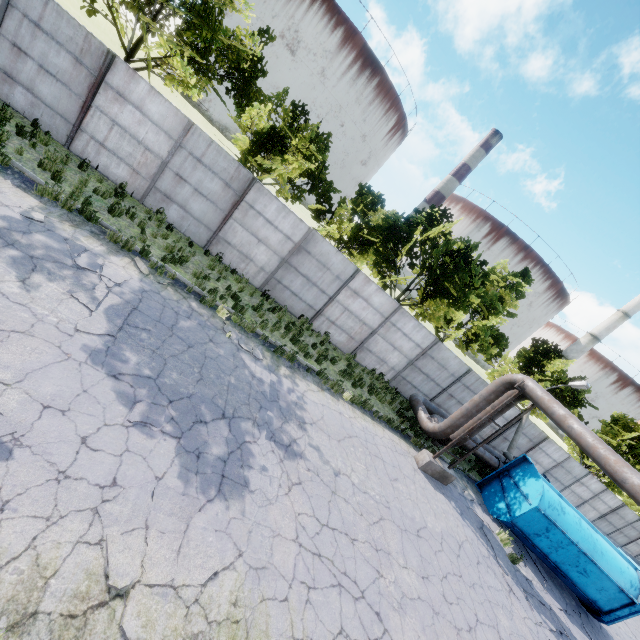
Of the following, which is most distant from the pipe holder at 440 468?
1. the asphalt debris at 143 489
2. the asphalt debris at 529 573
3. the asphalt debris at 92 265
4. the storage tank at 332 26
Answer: the storage tank at 332 26

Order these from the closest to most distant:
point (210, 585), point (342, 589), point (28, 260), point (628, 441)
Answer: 1. point (210, 585)
2. point (342, 589)
3. point (28, 260)
4. point (628, 441)

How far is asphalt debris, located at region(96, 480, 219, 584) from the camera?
4.49m

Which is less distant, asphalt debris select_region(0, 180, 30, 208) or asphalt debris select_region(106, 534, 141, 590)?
asphalt debris select_region(106, 534, 141, 590)

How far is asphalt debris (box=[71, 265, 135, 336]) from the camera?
6.6 meters

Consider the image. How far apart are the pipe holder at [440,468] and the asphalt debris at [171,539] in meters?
9.5 m

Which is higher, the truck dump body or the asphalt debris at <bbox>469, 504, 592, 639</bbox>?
the truck dump body

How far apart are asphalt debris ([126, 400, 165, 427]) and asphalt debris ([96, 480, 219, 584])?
1.09m
